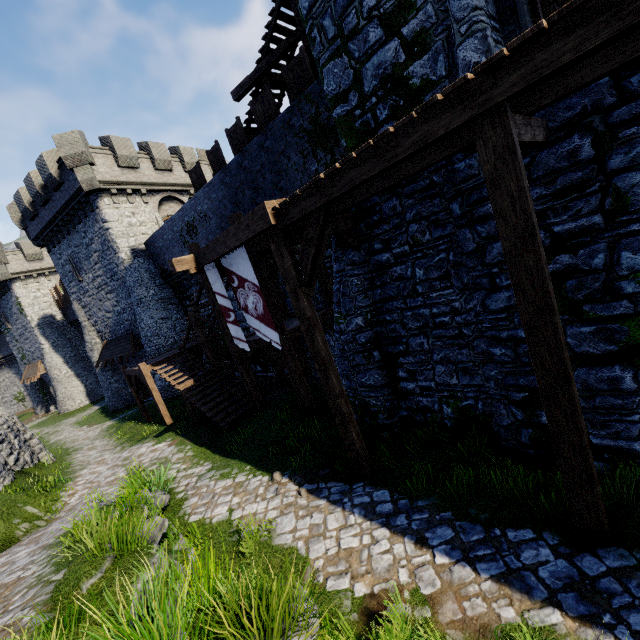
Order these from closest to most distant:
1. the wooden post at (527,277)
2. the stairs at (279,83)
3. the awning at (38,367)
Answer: the wooden post at (527,277), the stairs at (279,83), the awning at (38,367)

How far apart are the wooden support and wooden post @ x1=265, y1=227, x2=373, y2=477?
Answer: 3.19m

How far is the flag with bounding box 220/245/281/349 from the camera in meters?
7.9 m

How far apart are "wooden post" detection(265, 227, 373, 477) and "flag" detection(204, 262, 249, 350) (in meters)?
2.70

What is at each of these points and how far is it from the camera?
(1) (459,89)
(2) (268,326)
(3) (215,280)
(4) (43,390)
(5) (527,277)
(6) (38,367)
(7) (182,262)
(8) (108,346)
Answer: (1) walkway, 3.3m
(2) flag, 8.2m
(3) flag, 8.6m
(4) building, 35.9m
(5) wooden post, 3.6m
(6) awning, 32.6m
(7) wooden support, 8.4m
(8) awning, 24.0m

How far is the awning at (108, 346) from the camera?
21.7 meters

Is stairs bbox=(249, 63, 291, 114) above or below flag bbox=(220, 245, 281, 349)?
above

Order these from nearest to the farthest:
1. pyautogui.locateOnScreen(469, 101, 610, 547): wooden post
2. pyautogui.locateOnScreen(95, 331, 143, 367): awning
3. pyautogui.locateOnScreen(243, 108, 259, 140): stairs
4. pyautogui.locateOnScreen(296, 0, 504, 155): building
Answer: pyautogui.locateOnScreen(469, 101, 610, 547): wooden post, pyautogui.locateOnScreen(296, 0, 504, 155): building, pyautogui.locateOnScreen(243, 108, 259, 140): stairs, pyautogui.locateOnScreen(95, 331, 143, 367): awning
